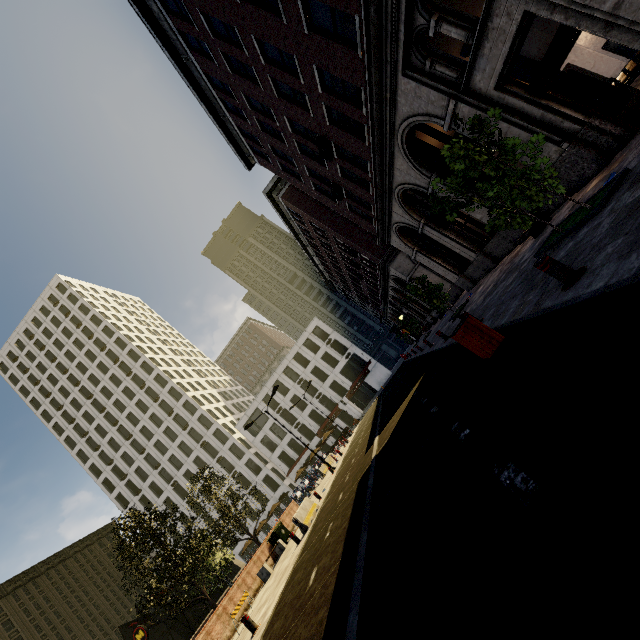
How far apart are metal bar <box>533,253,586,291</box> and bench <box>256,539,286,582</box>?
18.7 meters

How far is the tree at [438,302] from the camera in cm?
1748

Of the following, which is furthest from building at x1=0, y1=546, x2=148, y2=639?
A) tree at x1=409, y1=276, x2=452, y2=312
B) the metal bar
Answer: tree at x1=409, y1=276, x2=452, y2=312

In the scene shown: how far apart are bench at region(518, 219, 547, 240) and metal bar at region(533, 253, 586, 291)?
5.95m

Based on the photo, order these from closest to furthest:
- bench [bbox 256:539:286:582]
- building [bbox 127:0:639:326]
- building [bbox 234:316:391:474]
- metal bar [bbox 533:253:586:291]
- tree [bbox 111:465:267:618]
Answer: metal bar [bbox 533:253:586:291] → building [bbox 127:0:639:326] → tree [bbox 111:465:267:618] → bench [bbox 256:539:286:582] → building [bbox 234:316:391:474]

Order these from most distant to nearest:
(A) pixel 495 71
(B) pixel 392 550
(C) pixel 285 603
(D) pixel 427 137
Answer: (D) pixel 427 137 < (C) pixel 285 603 < (A) pixel 495 71 < (B) pixel 392 550

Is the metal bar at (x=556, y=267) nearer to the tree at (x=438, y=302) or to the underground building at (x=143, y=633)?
the tree at (x=438, y=302)

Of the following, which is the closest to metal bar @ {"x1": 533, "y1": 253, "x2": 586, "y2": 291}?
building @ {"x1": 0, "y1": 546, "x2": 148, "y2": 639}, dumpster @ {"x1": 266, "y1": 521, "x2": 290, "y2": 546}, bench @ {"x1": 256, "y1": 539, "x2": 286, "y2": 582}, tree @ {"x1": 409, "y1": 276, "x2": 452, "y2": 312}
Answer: Answer: tree @ {"x1": 409, "y1": 276, "x2": 452, "y2": 312}
